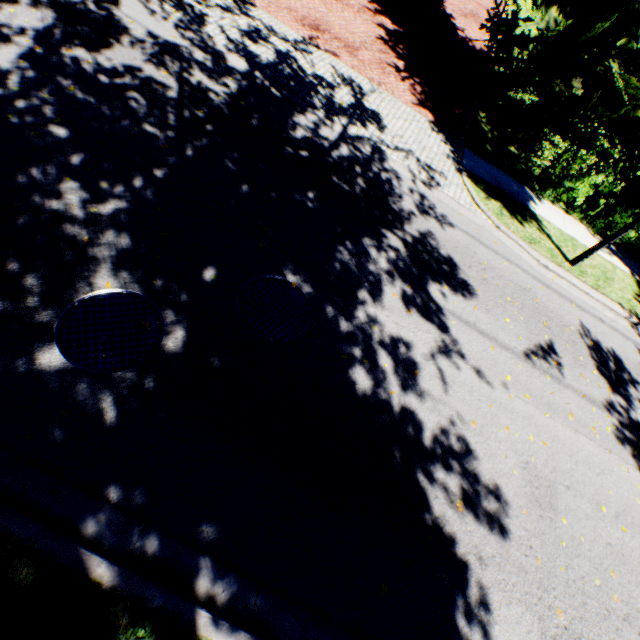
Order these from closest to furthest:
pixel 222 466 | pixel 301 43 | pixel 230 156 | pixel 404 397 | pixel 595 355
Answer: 1. pixel 222 466
2. pixel 404 397
3. pixel 230 156
4. pixel 595 355
5. pixel 301 43
